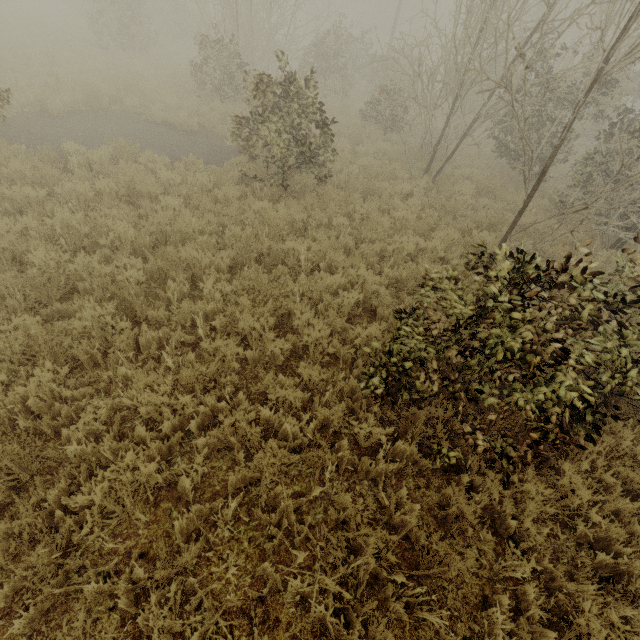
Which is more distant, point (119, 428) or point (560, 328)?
point (119, 428)
